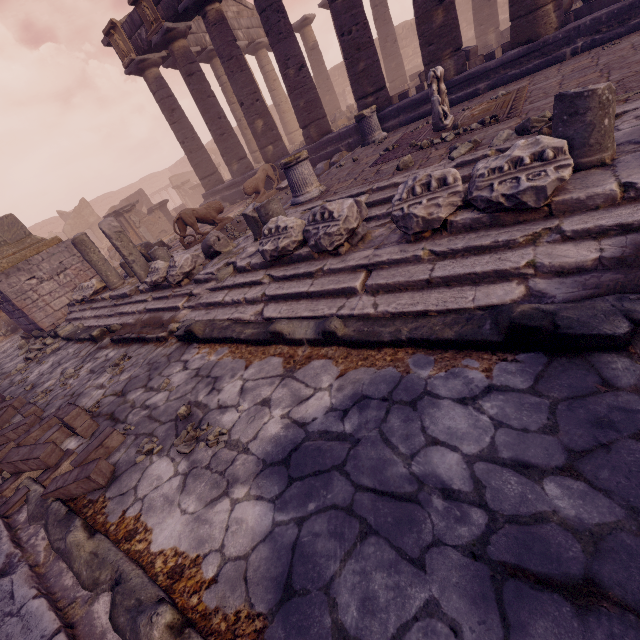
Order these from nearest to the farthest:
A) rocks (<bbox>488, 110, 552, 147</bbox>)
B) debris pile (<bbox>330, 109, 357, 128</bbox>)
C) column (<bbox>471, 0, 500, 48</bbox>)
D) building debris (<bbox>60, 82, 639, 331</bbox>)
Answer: building debris (<bbox>60, 82, 639, 331</bbox>) < rocks (<bbox>488, 110, 552, 147</bbox>) < column (<bbox>471, 0, 500, 48</bbox>) < debris pile (<bbox>330, 109, 357, 128</bbox>)

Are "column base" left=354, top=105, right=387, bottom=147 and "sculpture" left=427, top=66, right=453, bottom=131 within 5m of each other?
yes

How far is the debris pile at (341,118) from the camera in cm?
1565

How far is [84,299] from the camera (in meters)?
9.04

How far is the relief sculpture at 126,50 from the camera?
12.4m

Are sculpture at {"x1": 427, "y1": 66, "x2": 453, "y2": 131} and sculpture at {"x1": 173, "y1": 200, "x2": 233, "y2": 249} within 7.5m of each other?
yes

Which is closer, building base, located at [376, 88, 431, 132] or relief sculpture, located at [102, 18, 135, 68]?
building base, located at [376, 88, 431, 132]

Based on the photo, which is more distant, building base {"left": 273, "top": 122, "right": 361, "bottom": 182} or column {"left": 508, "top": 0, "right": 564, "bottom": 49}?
building base {"left": 273, "top": 122, "right": 361, "bottom": 182}
